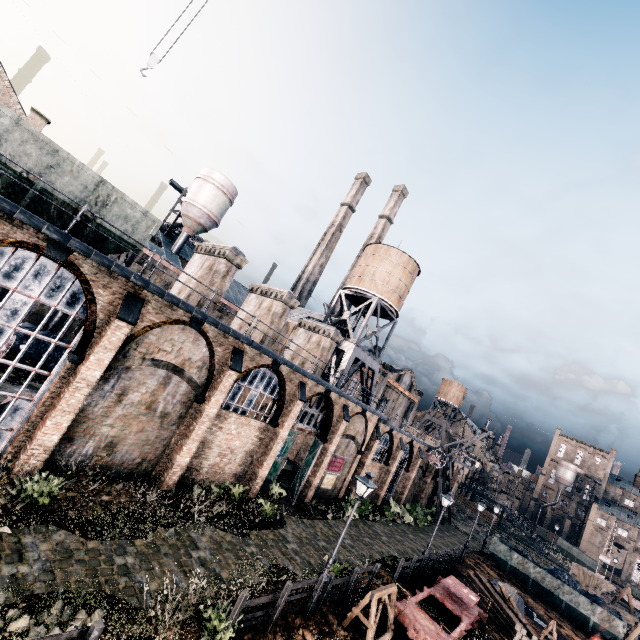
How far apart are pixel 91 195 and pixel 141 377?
7.93m

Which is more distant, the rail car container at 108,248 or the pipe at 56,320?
the pipe at 56,320

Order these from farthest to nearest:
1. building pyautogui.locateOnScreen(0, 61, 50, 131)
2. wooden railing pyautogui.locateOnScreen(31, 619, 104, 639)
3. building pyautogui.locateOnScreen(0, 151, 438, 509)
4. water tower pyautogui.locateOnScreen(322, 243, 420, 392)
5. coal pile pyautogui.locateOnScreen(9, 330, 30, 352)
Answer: water tower pyautogui.locateOnScreen(322, 243, 420, 392) < building pyautogui.locateOnScreen(0, 61, 50, 131) < coal pile pyautogui.locateOnScreen(9, 330, 30, 352) < building pyautogui.locateOnScreen(0, 151, 438, 509) < wooden railing pyautogui.locateOnScreen(31, 619, 104, 639)

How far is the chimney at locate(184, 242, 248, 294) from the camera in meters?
19.6

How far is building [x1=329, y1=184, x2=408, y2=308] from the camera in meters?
56.1 m

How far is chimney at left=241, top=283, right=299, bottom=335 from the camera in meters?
23.5 m

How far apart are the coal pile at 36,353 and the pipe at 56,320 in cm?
358

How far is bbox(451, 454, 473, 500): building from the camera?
50.8m
